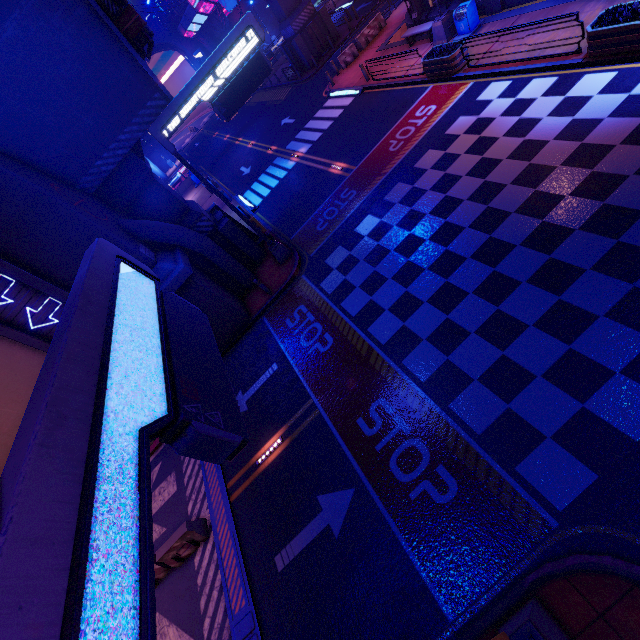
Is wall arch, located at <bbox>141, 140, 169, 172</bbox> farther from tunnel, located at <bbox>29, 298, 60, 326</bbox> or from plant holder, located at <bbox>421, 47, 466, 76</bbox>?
tunnel, located at <bbox>29, 298, 60, 326</bbox>

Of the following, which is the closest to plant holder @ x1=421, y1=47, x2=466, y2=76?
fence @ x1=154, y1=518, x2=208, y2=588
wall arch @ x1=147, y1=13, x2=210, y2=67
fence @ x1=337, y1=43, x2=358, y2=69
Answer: fence @ x1=337, y1=43, x2=358, y2=69

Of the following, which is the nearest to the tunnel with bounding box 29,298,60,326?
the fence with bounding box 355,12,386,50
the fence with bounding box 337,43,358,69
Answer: the fence with bounding box 337,43,358,69

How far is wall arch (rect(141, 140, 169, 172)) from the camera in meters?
51.4 m

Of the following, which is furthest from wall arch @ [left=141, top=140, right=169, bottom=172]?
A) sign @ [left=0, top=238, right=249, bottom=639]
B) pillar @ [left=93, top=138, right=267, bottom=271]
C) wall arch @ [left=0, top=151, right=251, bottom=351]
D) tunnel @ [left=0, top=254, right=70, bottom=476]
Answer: tunnel @ [left=0, top=254, right=70, bottom=476]

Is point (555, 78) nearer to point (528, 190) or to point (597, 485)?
point (528, 190)

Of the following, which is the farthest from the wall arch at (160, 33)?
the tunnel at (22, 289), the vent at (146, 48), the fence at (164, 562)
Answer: the fence at (164, 562)

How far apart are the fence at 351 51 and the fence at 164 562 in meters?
30.3
